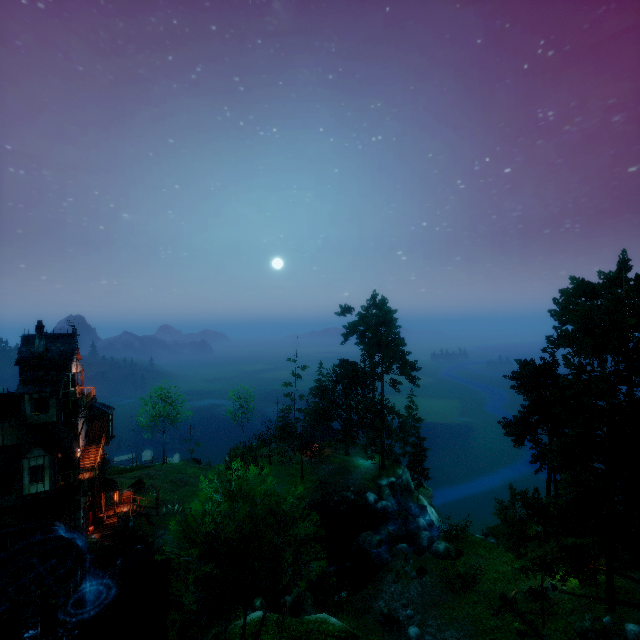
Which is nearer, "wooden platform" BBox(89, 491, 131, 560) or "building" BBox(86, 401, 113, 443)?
"wooden platform" BBox(89, 491, 131, 560)

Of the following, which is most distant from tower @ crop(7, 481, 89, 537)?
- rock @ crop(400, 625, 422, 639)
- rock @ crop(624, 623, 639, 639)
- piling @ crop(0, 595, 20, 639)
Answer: rock @ crop(624, 623, 639, 639)

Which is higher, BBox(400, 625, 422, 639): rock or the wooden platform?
the wooden platform

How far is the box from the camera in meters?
28.8

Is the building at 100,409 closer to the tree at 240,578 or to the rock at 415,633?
the tree at 240,578

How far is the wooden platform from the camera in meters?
28.9 m

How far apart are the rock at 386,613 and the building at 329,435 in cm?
2547

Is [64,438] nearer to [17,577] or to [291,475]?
[17,577]
